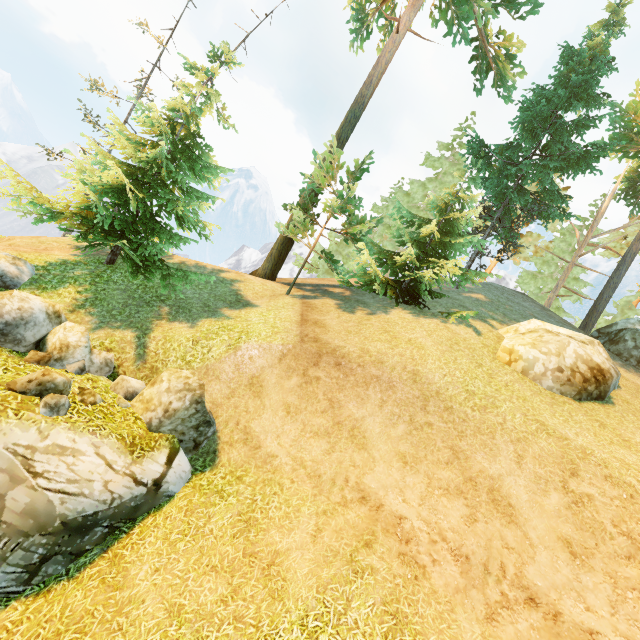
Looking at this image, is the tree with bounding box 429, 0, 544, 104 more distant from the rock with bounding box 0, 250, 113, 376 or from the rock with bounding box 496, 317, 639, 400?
the rock with bounding box 496, 317, 639, 400

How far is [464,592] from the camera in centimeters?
642cm

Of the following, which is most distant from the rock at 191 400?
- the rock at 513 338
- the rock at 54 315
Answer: the rock at 513 338

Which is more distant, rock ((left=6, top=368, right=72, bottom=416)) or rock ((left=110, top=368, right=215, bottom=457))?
rock ((left=110, top=368, right=215, bottom=457))

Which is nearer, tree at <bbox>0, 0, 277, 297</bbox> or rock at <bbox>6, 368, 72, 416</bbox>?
rock at <bbox>6, 368, 72, 416</bbox>

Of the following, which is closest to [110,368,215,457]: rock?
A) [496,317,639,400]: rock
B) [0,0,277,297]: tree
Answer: [0,0,277,297]: tree

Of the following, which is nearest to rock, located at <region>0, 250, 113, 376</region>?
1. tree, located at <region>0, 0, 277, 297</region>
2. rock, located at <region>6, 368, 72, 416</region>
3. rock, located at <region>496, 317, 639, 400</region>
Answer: rock, located at <region>6, 368, 72, 416</region>

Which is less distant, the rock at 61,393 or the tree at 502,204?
the rock at 61,393
